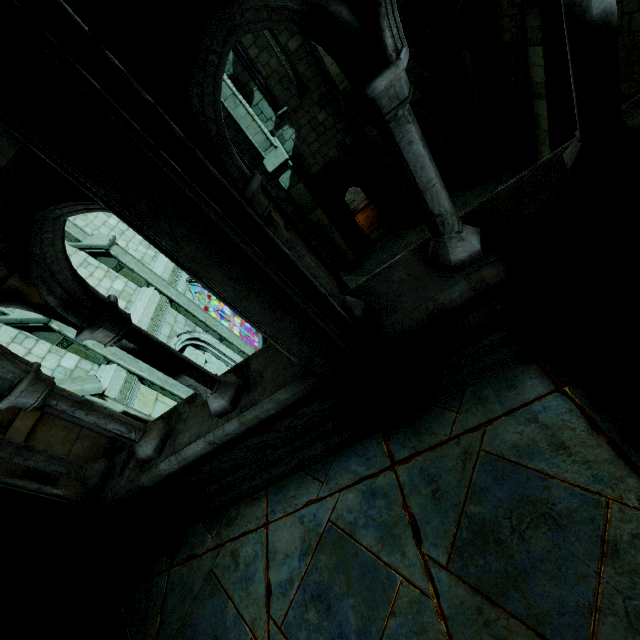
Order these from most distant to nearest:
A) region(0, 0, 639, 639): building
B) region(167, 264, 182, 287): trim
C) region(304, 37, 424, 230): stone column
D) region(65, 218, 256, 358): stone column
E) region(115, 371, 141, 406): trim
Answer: region(167, 264, 182, 287): trim, region(304, 37, 424, 230): stone column, region(65, 218, 256, 358): stone column, region(115, 371, 141, 406): trim, region(0, 0, 639, 639): building

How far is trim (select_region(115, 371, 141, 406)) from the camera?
7.31m

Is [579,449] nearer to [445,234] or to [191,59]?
[445,234]

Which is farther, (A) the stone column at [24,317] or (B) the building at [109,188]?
(A) the stone column at [24,317]

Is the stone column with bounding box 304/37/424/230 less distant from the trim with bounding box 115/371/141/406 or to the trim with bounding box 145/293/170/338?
→ the trim with bounding box 145/293/170/338

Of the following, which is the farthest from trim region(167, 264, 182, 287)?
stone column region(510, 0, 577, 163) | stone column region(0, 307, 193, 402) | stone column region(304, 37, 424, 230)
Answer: stone column region(510, 0, 577, 163)

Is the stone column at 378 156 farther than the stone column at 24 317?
Yes

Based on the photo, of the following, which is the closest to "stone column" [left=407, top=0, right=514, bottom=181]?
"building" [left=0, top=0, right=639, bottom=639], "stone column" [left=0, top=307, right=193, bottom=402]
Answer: "building" [left=0, top=0, right=639, bottom=639]
